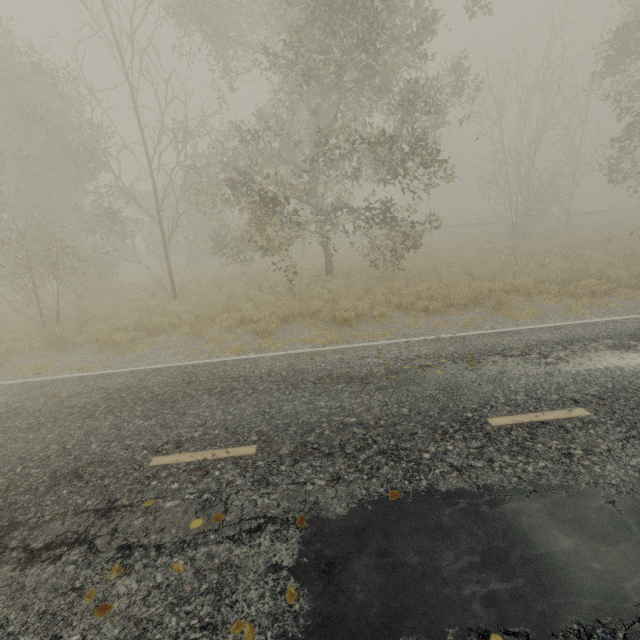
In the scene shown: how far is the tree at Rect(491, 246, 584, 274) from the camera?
14.0m

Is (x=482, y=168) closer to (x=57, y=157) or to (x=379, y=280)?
(x=379, y=280)

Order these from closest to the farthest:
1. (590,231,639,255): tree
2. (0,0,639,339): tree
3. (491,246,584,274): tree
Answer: (0,0,639,339): tree, (491,246,584,274): tree, (590,231,639,255): tree

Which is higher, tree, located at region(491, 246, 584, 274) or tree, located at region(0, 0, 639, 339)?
tree, located at region(0, 0, 639, 339)

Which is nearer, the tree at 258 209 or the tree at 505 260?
the tree at 258 209

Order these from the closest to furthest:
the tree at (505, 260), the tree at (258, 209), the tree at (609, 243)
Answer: the tree at (258, 209) → the tree at (505, 260) → the tree at (609, 243)

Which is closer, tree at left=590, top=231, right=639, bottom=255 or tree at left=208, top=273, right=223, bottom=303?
tree at left=208, top=273, right=223, bottom=303
